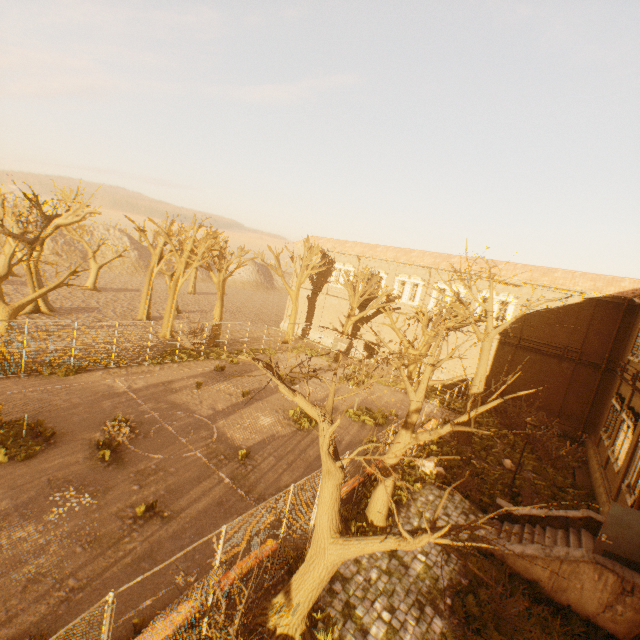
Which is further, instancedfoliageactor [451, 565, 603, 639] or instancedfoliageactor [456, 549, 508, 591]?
instancedfoliageactor [456, 549, 508, 591]

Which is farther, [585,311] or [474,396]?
[585,311]

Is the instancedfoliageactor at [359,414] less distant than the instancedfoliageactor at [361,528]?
No

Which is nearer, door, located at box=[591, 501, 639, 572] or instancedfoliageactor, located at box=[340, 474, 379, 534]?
door, located at box=[591, 501, 639, 572]

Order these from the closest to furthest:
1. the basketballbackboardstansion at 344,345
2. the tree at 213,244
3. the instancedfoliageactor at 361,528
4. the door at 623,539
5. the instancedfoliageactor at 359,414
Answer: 1. the door at 623,539
2. the instancedfoliageactor at 361,528
3. the instancedfoliageactor at 359,414
4. the basketballbackboardstansion at 344,345
5. the tree at 213,244

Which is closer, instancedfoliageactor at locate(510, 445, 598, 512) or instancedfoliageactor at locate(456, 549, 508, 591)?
instancedfoliageactor at locate(456, 549, 508, 591)

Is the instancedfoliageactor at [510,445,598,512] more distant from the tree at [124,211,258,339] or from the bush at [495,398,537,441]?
the bush at [495,398,537,441]

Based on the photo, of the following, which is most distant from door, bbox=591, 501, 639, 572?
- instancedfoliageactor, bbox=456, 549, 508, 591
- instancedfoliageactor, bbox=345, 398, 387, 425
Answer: instancedfoliageactor, bbox=345, 398, 387, 425
